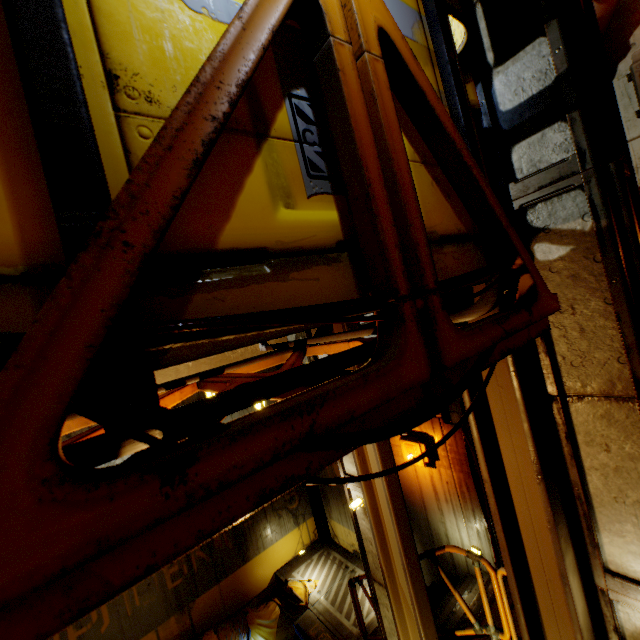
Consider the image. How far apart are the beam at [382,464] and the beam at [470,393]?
1.2 meters

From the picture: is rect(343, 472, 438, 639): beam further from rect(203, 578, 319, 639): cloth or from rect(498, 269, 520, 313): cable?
rect(203, 578, 319, 639): cloth

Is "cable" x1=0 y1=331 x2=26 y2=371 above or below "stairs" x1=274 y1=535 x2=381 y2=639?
above

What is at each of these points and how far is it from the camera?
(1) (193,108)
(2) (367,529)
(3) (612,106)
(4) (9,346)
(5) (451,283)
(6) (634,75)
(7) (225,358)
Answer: (1) elevator, 0.7m
(2) beam, 4.7m
(3) beam, 2.2m
(4) cable, 0.5m
(5) cable, 1.3m
(6) pipe, 3.4m
(7) stairs, 4.2m

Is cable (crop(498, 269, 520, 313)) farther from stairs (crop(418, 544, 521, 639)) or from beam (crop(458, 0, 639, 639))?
stairs (crop(418, 544, 521, 639))

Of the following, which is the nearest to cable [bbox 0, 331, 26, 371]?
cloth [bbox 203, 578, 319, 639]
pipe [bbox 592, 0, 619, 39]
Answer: pipe [bbox 592, 0, 619, 39]

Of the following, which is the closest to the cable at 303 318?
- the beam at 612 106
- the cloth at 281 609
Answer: the beam at 612 106

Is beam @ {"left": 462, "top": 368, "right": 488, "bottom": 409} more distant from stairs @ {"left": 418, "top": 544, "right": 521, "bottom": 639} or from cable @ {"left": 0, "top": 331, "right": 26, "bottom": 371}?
cable @ {"left": 0, "top": 331, "right": 26, "bottom": 371}
